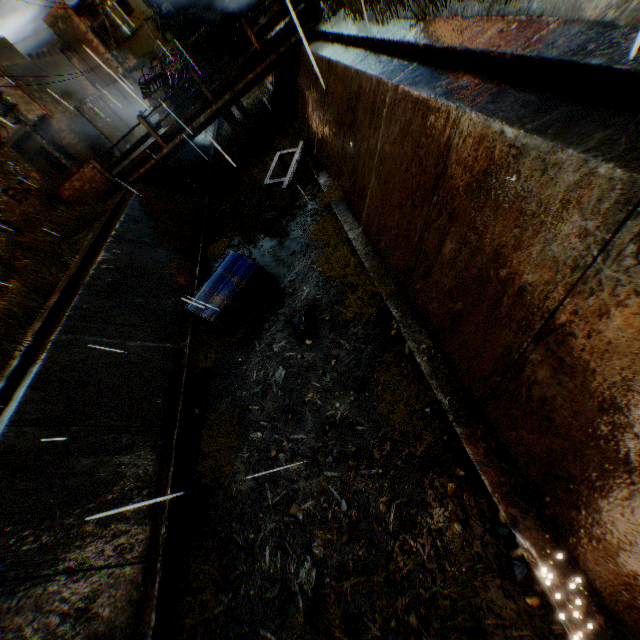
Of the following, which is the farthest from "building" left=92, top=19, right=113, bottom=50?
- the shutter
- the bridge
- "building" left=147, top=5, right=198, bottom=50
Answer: "building" left=147, top=5, right=198, bottom=50

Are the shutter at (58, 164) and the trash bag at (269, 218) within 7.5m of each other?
no

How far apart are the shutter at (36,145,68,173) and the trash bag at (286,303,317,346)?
22.89m

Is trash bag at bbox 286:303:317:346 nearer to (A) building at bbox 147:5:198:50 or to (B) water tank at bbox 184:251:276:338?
(B) water tank at bbox 184:251:276:338

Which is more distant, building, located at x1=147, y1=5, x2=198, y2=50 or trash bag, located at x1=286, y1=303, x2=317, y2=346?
building, located at x1=147, y1=5, x2=198, y2=50

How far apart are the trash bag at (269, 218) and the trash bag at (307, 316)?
4.5 meters

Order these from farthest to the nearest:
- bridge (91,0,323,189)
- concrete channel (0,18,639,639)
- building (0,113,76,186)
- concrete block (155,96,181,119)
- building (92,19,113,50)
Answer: building (92,19,113,50), building (0,113,76,186), concrete block (155,96,181,119), bridge (91,0,323,189), concrete channel (0,18,639,639)

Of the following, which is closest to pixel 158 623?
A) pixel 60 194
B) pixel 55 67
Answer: pixel 60 194
